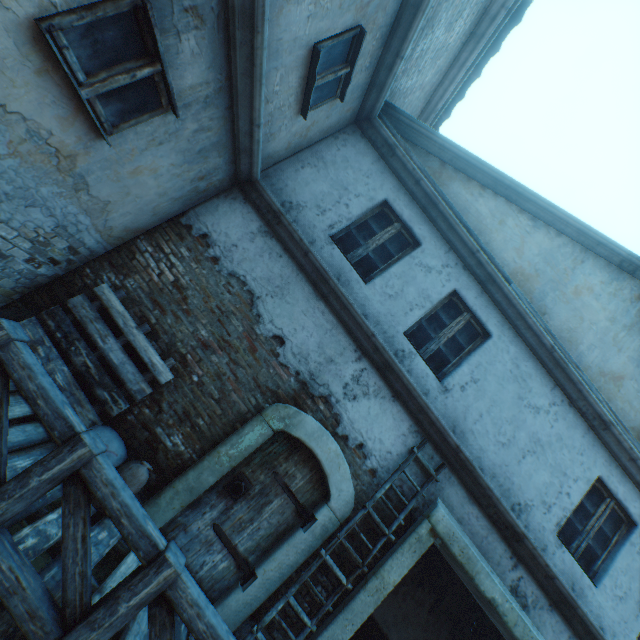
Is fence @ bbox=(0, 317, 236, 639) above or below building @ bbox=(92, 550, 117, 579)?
above

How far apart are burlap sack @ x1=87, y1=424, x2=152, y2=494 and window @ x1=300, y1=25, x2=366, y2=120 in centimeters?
482cm

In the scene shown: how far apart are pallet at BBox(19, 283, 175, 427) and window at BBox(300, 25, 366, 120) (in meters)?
3.53

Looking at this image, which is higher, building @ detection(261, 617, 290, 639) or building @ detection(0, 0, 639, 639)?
building @ detection(0, 0, 639, 639)

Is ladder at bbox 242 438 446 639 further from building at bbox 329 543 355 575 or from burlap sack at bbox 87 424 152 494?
burlap sack at bbox 87 424 152 494

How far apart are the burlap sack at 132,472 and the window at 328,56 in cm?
482

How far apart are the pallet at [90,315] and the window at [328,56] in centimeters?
353cm

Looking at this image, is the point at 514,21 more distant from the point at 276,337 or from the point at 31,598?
the point at 31,598
